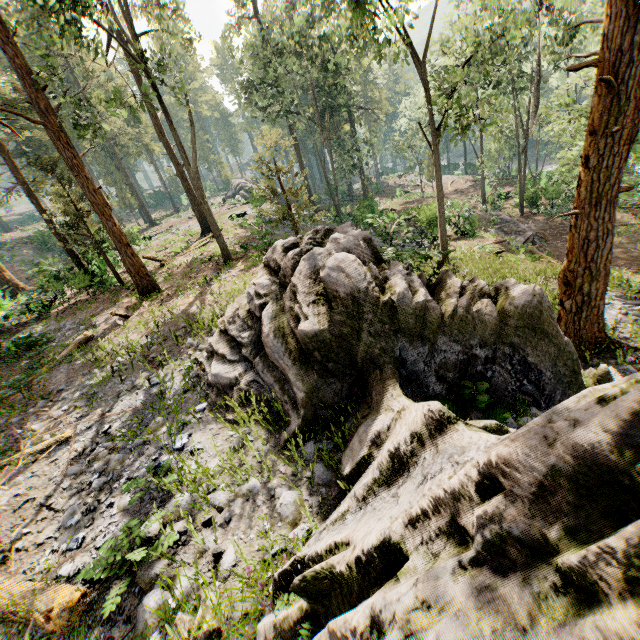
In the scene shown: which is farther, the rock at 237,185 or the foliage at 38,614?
the rock at 237,185

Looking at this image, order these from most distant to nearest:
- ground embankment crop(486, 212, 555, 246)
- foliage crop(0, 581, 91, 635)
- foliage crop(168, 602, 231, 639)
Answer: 1. ground embankment crop(486, 212, 555, 246)
2. foliage crop(0, 581, 91, 635)
3. foliage crop(168, 602, 231, 639)

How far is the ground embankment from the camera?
23.2 meters

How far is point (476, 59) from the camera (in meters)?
11.46

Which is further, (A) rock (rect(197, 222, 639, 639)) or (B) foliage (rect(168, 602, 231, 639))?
(B) foliage (rect(168, 602, 231, 639))

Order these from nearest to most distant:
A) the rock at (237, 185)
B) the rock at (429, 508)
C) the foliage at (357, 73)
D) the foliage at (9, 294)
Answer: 1. the rock at (429, 508)
2. the foliage at (357, 73)
3. the foliage at (9, 294)
4. the rock at (237, 185)

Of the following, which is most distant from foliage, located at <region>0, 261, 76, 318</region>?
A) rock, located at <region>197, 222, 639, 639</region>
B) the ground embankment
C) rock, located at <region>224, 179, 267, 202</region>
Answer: the ground embankment

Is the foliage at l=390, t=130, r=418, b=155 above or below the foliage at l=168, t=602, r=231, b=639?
above
